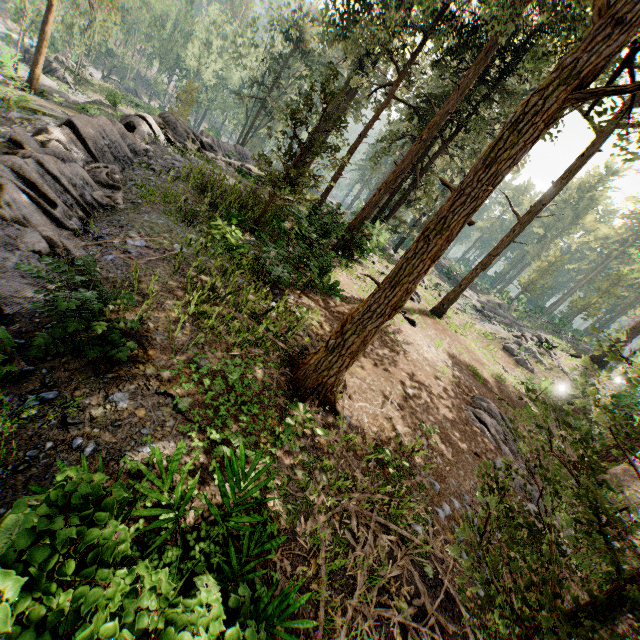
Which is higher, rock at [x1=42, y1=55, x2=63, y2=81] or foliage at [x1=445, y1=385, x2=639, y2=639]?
foliage at [x1=445, y1=385, x2=639, y2=639]

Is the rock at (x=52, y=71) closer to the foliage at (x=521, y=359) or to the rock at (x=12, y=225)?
the foliage at (x=521, y=359)

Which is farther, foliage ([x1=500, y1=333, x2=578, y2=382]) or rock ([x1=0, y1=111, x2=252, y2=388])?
foliage ([x1=500, y1=333, x2=578, y2=382])

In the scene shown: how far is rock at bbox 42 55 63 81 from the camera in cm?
3921

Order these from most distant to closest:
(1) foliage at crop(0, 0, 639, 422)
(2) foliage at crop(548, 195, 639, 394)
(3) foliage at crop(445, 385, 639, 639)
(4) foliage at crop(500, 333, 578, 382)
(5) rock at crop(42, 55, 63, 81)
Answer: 1. (5) rock at crop(42, 55, 63, 81)
2. (4) foliage at crop(500, 333, 578, 382)
3. (1) foliage at crop(0, 0, 639, 422)
4. (2) foliage at crop(548, 195, 639, 394)
5. (3) foliage at crop(445, 385, 639, 639)

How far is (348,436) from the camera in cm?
634

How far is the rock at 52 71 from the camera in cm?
3921
